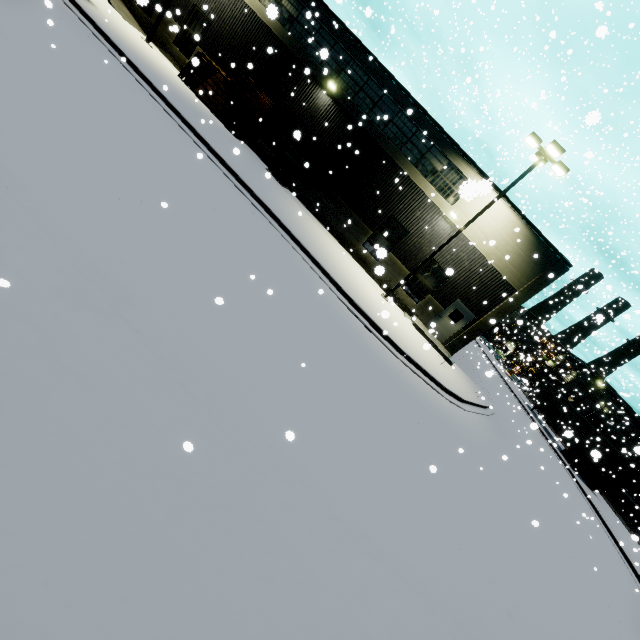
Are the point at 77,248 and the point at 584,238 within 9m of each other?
no

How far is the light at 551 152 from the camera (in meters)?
13.80

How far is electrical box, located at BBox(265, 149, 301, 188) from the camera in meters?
18.3

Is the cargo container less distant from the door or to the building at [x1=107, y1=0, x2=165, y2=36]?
the building at [x1=107, y1=0, x2=165, y2=36]

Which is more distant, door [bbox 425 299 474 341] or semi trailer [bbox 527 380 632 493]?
semi trailer [bbox 527 380 632 493]

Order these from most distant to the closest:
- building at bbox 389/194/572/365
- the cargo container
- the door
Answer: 1. the cargo container
2. the door
3. building at bbox 389/194/572/365

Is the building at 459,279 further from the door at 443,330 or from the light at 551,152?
the light at 551,152

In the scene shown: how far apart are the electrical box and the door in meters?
11.8 m
